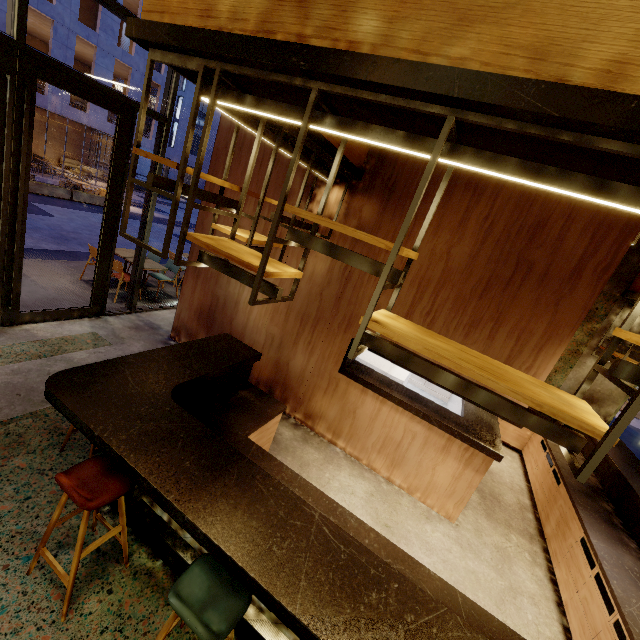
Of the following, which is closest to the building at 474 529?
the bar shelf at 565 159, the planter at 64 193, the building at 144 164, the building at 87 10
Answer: the bar shelf at 565 159

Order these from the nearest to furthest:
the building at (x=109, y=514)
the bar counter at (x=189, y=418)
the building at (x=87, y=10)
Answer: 1. the bar counter at (x=189, y=418)
2. the building at (x=109, y=514)
3. the building at (x=87, y=10)

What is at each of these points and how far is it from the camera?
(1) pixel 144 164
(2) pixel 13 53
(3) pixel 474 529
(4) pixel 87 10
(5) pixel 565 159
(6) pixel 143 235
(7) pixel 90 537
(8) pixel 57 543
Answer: (1) building, 48.9 meters
(2) door, 3.7 meters
(3) building, 4.2 meters
(4) building, 22.3 meters
(5) bar shelf, 1.4 meters
(6) window frame, 6.0 meters
(7) building, 2.6 meters
(8) building, 2.5 meters

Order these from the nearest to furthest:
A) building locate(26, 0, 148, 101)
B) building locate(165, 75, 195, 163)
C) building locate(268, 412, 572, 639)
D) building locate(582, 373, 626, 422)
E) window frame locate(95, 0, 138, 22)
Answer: building locate(268, 412, 572, 639)
window frame locate(95, 0, 138, 22)
building locate(582, 373, 626, 422)
building locate(26, 0, 148, 101)
building locate(165, 75, 195, 163)

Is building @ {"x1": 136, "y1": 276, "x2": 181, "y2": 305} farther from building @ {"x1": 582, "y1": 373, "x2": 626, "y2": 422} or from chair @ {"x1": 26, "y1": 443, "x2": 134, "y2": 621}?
chair @ {"x1": 26, "y1": 443, "x2": 134, "y2": 621}

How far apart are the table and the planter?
11.43m

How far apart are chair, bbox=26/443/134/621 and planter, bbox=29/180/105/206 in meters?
17.8 m

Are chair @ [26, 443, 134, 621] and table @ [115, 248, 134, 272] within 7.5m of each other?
yes
